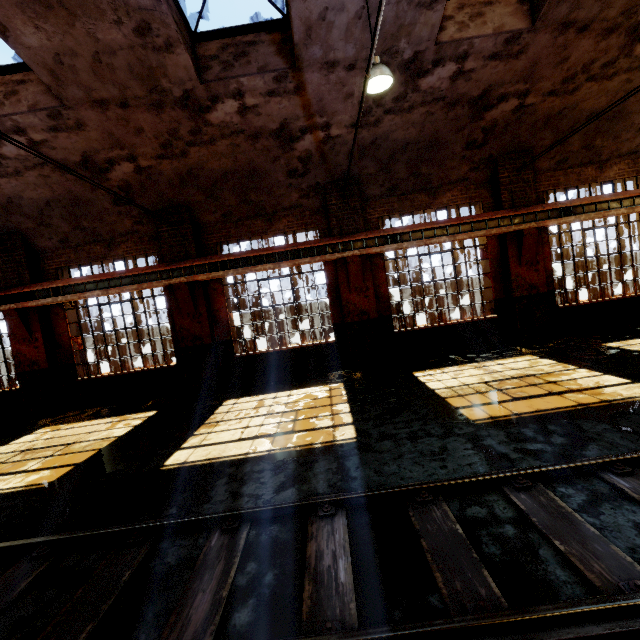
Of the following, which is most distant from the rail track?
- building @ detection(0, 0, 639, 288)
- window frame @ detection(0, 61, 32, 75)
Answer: window frame @ detection(0, 61, 32, 75)

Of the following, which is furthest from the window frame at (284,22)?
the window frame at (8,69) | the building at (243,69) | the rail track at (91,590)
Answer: the rail track at (91,590)

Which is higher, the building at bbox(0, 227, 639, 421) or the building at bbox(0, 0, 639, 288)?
the building at bbox(0, 0, 639, 288)

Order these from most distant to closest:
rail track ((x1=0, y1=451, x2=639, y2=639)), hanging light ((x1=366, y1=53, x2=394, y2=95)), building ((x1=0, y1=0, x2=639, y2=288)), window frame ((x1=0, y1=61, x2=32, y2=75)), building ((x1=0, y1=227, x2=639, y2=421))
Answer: building ((x1=0, y1=227, x2=639, y2=421)), window frame ((x1=0, y1=61, x2=32, y2=75)), building ((x1=0, y1=0, x2=639, y2=288)), hanging light ((x1=366, y1=53, x2=394, y2=95)), rail track ((x1=0, y1=451, x2=639, y2=639))

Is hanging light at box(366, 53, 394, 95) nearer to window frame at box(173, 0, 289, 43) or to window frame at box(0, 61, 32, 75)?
window frame at box(173, 0, 289, 43)

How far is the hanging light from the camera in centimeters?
541cm

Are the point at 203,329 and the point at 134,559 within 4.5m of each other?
no

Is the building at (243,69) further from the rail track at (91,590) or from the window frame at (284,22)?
the rail track at (91,590)
